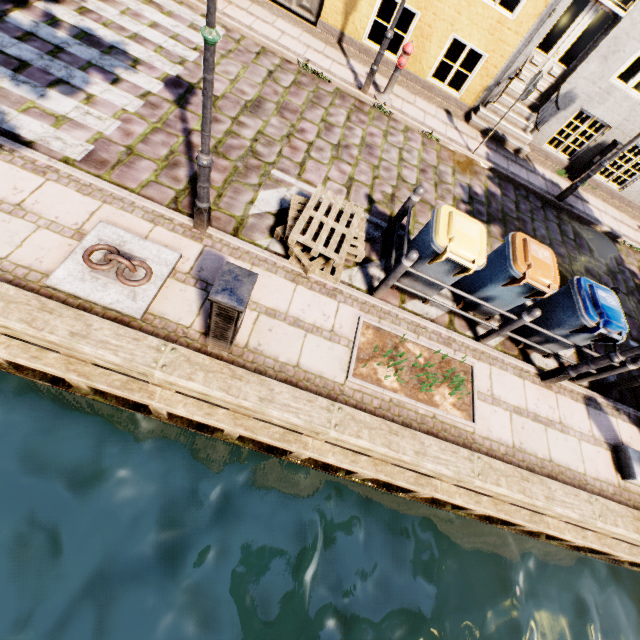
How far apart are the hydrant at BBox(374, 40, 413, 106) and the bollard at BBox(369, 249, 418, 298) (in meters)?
5.56

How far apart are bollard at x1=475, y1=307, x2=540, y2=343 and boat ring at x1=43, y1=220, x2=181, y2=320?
4.7m

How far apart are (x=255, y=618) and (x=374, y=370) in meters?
4.0

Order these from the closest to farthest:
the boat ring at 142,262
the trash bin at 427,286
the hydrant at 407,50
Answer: the boat ring at 142,262
the trash bin at 427,286
the hydrant at 407,50

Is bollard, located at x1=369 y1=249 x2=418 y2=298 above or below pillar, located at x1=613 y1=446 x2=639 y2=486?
above

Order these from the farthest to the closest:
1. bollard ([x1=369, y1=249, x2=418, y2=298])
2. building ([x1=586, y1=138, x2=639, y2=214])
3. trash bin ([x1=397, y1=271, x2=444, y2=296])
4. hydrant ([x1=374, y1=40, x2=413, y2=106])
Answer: building ([x1=586, y1=138, x2=639, y2=214]) < hydrant ([x1=374, y1=40, x2=413, y2=106]) < trash bin ([x1=397, y1=271, x2=444, y2=296]) < bollard ([x1=369, y1=249, x2=418, y2=298])

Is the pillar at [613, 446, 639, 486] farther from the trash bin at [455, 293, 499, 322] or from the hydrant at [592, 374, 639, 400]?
the trash bin at [455, 293, 499, 322]

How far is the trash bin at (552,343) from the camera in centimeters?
525cm
